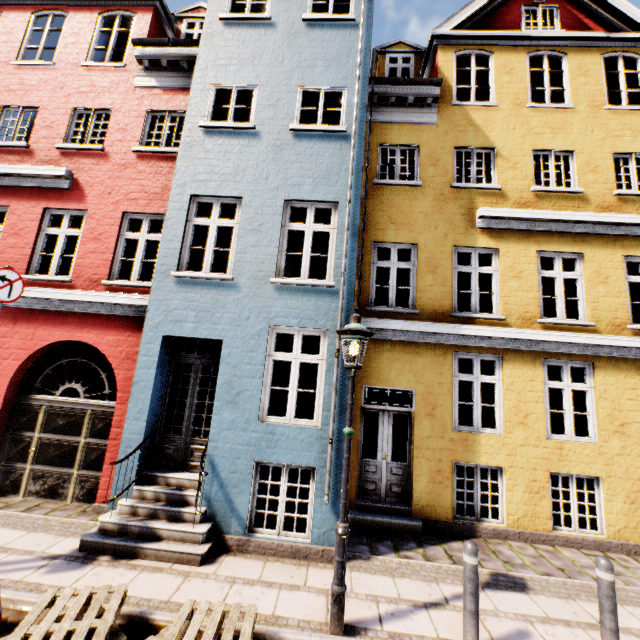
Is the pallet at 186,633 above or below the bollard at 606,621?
below

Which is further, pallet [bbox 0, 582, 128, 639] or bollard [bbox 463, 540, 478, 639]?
bollard [bbox 463, 540, 478, 639]

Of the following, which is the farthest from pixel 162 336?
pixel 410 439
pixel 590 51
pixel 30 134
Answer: pixel 30 134

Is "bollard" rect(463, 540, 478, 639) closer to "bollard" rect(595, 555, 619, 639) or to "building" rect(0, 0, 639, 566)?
"bollard" rect(595, 555, 619, 639)

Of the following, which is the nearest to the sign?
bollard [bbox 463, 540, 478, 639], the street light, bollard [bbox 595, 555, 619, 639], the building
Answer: the building

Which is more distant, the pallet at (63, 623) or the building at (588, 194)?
the building at (588, 194)

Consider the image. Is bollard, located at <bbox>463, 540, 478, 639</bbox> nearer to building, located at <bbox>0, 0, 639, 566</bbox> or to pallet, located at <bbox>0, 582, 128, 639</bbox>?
pallet, located at <bbox>0, 582, 128, 639</bbox>

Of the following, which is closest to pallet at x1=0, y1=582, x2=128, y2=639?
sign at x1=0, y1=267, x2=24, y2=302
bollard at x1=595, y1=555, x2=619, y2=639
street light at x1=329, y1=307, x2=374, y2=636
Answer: street light at x1=329, y1=307, x2=374, y2=636
